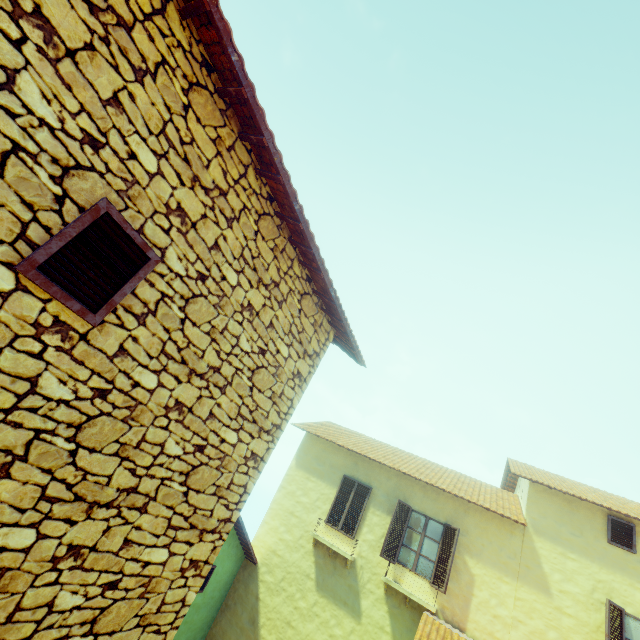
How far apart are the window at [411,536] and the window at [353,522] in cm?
102

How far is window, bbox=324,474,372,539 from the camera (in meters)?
10.61

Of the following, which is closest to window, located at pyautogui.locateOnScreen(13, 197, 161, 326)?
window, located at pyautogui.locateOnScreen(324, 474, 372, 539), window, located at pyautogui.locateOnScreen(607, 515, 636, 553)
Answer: window, located at pyautogui.locateOnScreen(324, 474, 372, 539)

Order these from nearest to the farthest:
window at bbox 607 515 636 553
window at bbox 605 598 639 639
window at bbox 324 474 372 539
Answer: window at bbox 605 598 639 639 → window at bbox 607 515 636 553 → window at bbox 324 474 372 539

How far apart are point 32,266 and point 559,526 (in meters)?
12.67

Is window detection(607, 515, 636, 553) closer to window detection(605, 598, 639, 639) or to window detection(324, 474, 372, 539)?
window detection(605, 598, 639, 639)

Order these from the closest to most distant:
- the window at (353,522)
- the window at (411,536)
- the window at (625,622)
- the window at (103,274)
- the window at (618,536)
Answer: the window at (103,274) → the window at (625,622) → the window at (618,536) → the window at (411,536) → the window at (353,522)

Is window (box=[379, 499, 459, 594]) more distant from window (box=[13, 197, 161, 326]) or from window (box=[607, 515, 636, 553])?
window (box=[13, 197, 161, 326])
